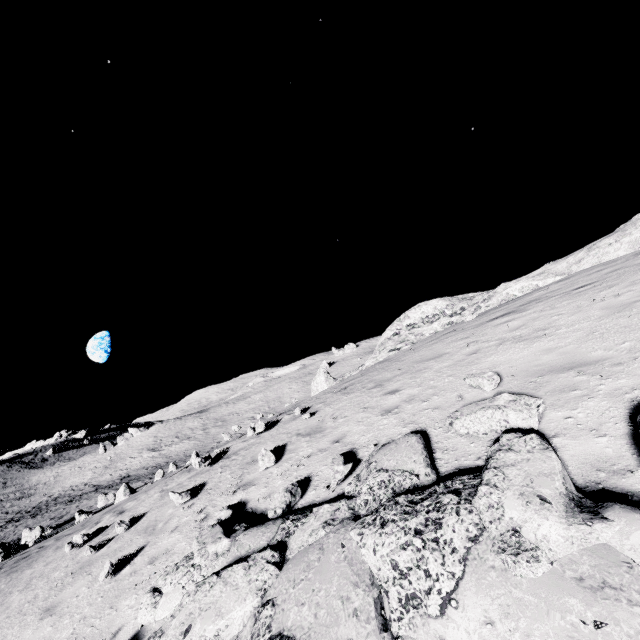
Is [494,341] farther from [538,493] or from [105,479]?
[105,479]

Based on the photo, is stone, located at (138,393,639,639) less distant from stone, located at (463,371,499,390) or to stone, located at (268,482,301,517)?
stone, located at (268,482,301,517)

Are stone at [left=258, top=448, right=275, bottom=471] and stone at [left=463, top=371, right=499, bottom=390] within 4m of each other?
no

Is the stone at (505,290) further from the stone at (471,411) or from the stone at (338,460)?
the stone at (338,460)

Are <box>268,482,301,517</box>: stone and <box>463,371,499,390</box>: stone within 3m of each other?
no

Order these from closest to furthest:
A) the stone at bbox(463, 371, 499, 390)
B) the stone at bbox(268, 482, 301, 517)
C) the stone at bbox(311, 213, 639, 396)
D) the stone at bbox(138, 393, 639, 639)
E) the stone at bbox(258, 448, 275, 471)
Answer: the stone at bbox(138, 393, 639, 639) < the stone at bbox(268, 482, 301, 517) < the stone at bbox(463, 371, 499, 390) < the stone at bbox(258, 448, 275, 471) < the stone at bbox(311, 213, 639, 396)

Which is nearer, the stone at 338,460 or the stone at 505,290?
the stone at 338,460

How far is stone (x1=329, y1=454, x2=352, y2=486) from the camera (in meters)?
5.42
